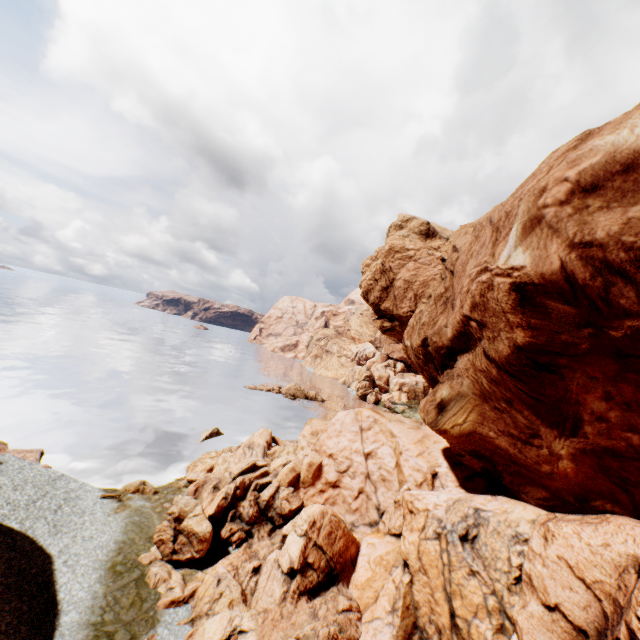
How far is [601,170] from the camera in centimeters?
934cm

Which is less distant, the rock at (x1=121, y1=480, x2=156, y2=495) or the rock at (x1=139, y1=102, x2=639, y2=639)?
the rock at (x1=139, y1=102, x2=639, y2=639)

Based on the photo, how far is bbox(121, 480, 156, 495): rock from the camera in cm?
2517

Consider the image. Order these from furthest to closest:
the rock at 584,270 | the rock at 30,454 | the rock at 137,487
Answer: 1. the rock at 30,454
2. the rock at 137,487
3. the rock at 584,270

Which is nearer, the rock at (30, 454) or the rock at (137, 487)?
the rock at (137, 487)

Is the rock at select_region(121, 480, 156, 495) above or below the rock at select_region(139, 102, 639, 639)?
below
